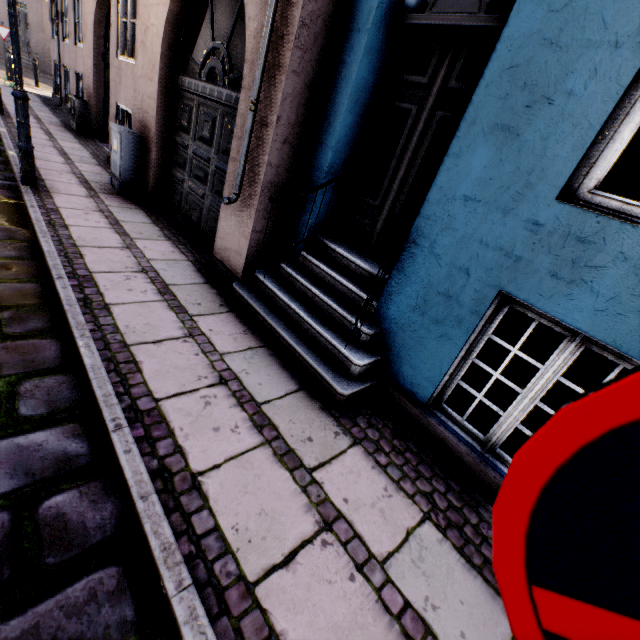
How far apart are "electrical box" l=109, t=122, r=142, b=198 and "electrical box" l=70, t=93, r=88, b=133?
5.4m

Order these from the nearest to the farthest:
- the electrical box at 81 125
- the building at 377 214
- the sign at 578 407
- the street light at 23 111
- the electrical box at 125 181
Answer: the sign at 578 407 → the building at 377 214 → the street light at 23 111 → the electrical box at 125 181 → the electrical box at 81 125

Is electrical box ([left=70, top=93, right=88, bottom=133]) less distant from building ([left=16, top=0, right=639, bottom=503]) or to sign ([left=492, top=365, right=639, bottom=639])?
building ([left=16, top=0, right=639, bottom=503])

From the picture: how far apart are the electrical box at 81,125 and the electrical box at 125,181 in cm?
537

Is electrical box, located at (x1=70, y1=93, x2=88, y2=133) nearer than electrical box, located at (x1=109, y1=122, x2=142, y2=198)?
No

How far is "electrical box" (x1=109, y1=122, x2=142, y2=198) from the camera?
5.37m

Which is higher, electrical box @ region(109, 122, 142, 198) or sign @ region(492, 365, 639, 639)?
sign @ region(492, 365, 639, 639)

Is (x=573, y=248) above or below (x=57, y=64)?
above
